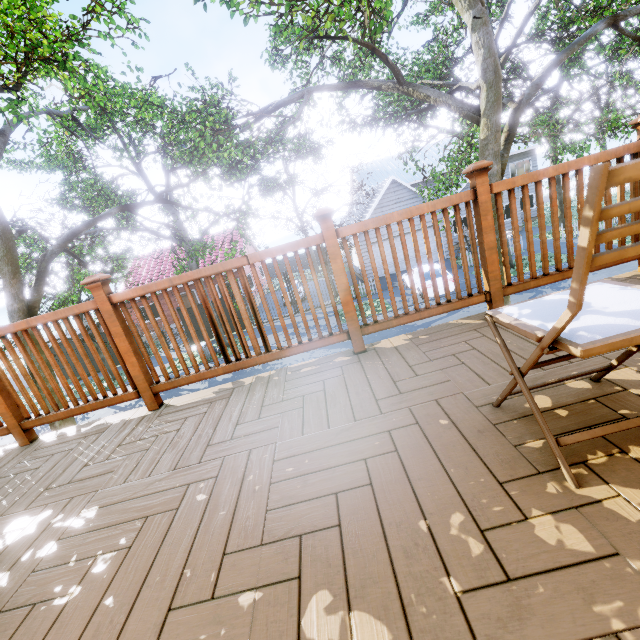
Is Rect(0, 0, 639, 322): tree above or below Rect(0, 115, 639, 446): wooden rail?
above

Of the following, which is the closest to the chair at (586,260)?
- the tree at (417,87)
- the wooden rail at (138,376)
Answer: the wooden rail at (138,376)

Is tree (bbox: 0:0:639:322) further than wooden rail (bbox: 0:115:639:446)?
Yes

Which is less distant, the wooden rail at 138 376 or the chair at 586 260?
the chair at 586 260

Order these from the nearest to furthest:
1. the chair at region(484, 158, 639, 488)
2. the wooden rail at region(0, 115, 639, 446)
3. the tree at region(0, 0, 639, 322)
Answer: the chair at region(484, 158, 639, 488)
the wooden rail at region(0, 115, 639, 446)
the tree at region(0, 0, 639, 322)

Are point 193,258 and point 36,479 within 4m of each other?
no

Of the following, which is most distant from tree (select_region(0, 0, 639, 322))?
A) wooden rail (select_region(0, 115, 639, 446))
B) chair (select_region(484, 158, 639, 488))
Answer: chair (select_region(484, 158, 639, 488))
